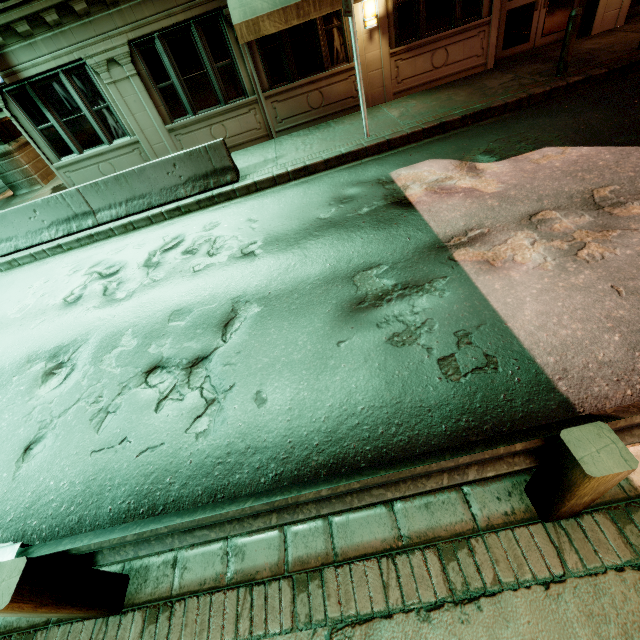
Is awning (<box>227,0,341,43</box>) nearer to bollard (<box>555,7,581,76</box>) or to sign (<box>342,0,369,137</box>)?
sign (<box>342,0,369,137</box>)

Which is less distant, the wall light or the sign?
the sign

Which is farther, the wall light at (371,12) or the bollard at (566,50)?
the wall light at (371,12)

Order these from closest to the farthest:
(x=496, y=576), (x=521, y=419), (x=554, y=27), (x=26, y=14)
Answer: (x=496, y=576)
(x=521, y=419)
(x=26, y=14)
(x=554, y=27)

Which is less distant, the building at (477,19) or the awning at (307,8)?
the awning at (307,8)

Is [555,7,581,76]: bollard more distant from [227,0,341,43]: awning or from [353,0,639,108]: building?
[353,0,639,108]: building

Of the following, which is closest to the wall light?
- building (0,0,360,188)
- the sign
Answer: building (0,0,360,188)

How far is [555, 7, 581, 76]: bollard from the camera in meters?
7.2
